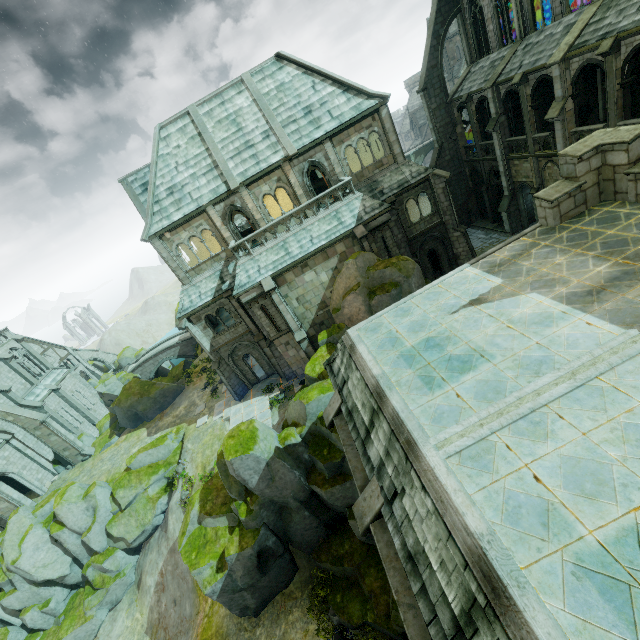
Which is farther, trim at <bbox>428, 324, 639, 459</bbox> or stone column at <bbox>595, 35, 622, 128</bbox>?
stone column at <bbox>595, 35, 622, 128</bbox>

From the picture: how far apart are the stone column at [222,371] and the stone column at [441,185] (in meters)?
20.09

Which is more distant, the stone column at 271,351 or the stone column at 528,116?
the stone column at 271,351

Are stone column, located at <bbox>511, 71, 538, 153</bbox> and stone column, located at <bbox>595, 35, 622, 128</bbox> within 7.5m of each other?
yes

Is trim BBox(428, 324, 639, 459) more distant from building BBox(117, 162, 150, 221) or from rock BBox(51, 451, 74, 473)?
rock BBox(51, 451, 74, 473)

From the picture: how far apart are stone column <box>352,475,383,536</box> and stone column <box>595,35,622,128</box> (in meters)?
23.24

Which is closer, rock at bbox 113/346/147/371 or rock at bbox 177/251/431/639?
rock at bbox 177/251/431/639

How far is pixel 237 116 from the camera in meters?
22.3 m
